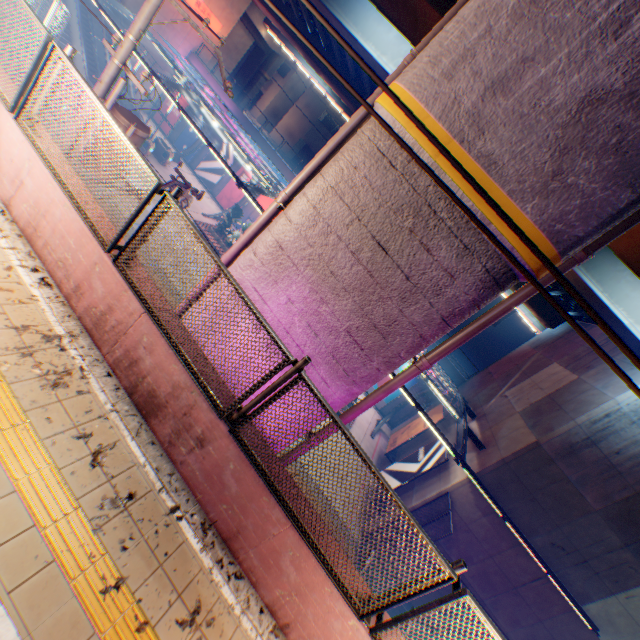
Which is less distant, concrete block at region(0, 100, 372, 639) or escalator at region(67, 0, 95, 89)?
concrete block at region(0, 100, 372, 639)

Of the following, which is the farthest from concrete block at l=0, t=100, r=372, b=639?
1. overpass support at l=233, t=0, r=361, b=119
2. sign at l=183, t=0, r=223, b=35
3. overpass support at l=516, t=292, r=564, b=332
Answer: overpass support at l=516, t=292, r=564, b=332

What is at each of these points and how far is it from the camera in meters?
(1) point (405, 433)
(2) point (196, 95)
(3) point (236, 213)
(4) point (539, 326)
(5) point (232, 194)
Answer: (1) billboard, 20.6 m
(2) canopy, 17.1 m
(3) plants, 23.2 m
(4) overpass support, 26.5 m
(5) billboard, 29.3 m

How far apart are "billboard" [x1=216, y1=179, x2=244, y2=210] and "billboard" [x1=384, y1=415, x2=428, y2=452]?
22.7m

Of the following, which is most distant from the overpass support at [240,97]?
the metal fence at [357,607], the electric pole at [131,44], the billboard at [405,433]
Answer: the billboard at [405,433]

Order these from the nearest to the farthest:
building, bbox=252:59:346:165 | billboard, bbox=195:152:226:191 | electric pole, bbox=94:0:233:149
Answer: electric pole, bbox=94:0:233:149 < billboard, bbox=195:152:226:191 < building, bbox=252:59:346:165

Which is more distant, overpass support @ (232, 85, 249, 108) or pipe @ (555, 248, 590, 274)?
overpass support @ (232, 85, 249, 108)

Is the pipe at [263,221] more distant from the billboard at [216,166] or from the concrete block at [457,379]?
the billboard at [216,166]
